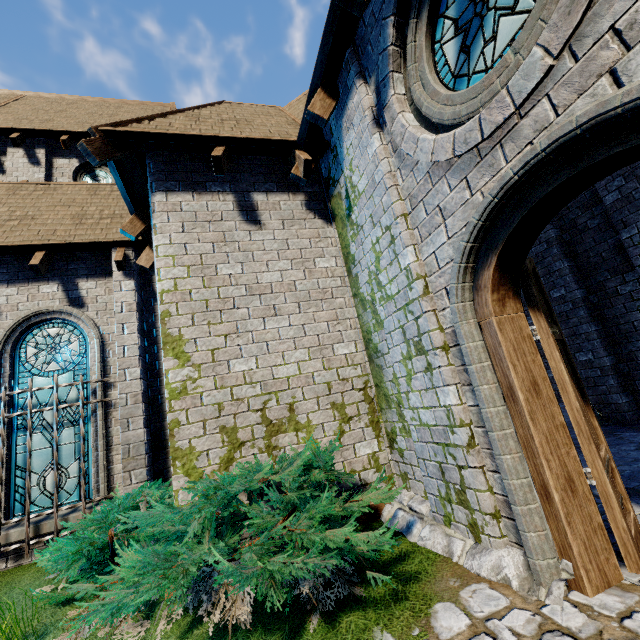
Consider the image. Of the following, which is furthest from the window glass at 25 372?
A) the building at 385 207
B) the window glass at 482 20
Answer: the window glass at 482 20

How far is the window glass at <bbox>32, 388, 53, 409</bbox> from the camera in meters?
6.4

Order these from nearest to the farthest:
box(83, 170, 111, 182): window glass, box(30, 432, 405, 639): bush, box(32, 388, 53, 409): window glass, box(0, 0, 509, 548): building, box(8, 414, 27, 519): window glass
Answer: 1. box(30, 432, 405, 639): bush
2. box(0, 0, 509, 548): building
3. box(8, 414, 27, 519): window glass
4. box(32, 388, 53, 409): window glass
5. box(83, 170, 111, 182): window glass

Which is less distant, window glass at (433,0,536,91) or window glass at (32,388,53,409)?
window glass at (433,0,536,91)

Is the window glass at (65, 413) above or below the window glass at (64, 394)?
below

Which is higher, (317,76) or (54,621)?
(317,76)

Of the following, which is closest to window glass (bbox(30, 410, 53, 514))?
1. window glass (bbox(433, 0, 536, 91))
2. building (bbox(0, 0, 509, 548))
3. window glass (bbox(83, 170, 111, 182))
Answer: building (bbox(0, 0, 509, 548))

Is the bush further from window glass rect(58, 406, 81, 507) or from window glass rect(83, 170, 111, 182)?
window glass rect(83, 170, 111, 182)
